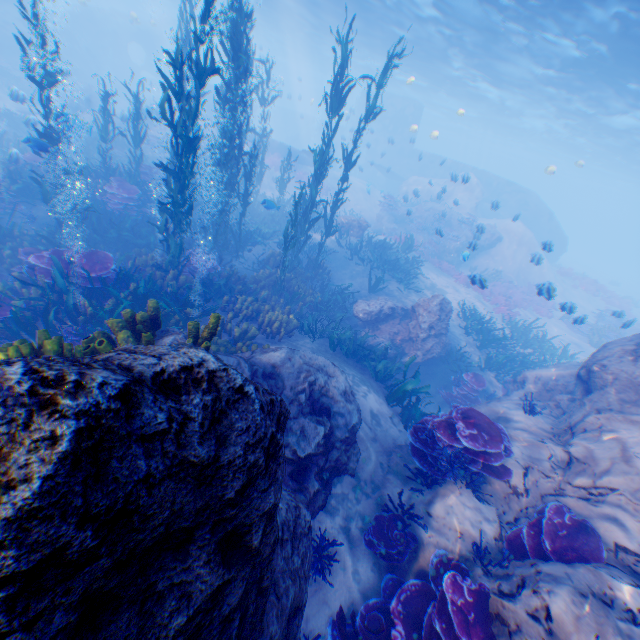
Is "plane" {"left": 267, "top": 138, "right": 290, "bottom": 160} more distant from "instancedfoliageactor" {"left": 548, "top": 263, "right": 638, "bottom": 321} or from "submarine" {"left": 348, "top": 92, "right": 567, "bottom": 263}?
"instancedfoliageactor" {"left": 548, "top": 263, "right": 638, "bottom": 321}

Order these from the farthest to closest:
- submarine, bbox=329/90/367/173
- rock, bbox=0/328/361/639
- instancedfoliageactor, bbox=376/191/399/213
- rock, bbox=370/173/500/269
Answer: submarine, bbox=329/90/367/173 → instancedfoliageactor, bbox=376/191/399/213 → rock, bbox=370/173/500/269 → rock, bbox=0/328/361/639

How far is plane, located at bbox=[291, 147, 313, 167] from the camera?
24.28m

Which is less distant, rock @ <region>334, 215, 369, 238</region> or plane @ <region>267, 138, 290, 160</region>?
rock @ <region>334, 215, 369, 238</region>

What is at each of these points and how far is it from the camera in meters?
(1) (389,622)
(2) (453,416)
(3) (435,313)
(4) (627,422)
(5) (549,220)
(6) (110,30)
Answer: (1) instancedfoliageactor, 4.2 m
(2) instancedfoliageactor, 5.8 m
(3) rock, 11.1 m
(4) rock, 6.1 m
(5) submarine, 32.3 m
(6) rock, 33.8 m

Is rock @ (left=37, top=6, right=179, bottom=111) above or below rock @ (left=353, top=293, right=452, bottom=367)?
above

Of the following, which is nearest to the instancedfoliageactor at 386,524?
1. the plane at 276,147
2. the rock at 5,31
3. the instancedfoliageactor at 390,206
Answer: the rock at 5,31

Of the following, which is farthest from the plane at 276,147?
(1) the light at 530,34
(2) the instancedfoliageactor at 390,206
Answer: (2) the instancedfoliageactor at 390,206
